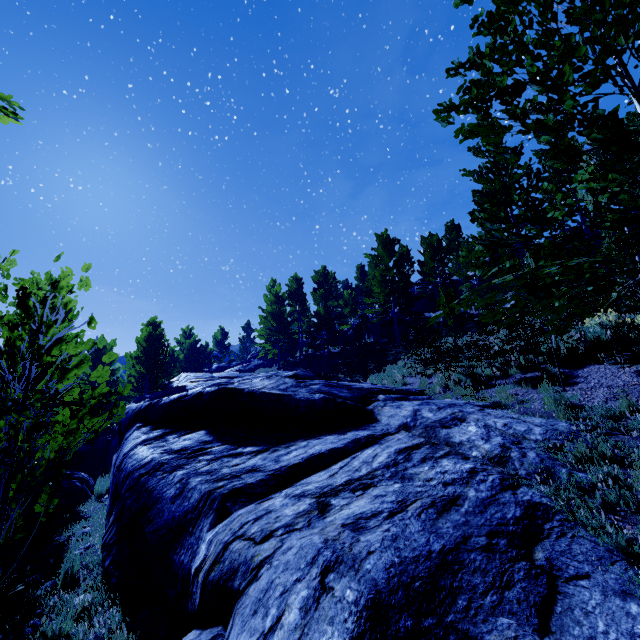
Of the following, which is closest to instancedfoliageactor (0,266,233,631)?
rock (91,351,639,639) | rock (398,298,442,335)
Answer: rock (91,351,639,639)

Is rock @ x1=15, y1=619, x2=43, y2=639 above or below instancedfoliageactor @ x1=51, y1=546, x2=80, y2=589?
below

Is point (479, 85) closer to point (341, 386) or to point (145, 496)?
point (145, 496)

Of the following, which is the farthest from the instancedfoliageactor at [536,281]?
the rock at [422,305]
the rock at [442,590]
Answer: the rock at [422,305]

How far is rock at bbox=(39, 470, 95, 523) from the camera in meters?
9.5

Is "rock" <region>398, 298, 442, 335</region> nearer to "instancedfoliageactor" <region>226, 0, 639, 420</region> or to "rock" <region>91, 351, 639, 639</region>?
"instancedfoliageactor" <region>226, 0, 639, 420</region>

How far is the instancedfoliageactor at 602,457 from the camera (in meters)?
4.15
